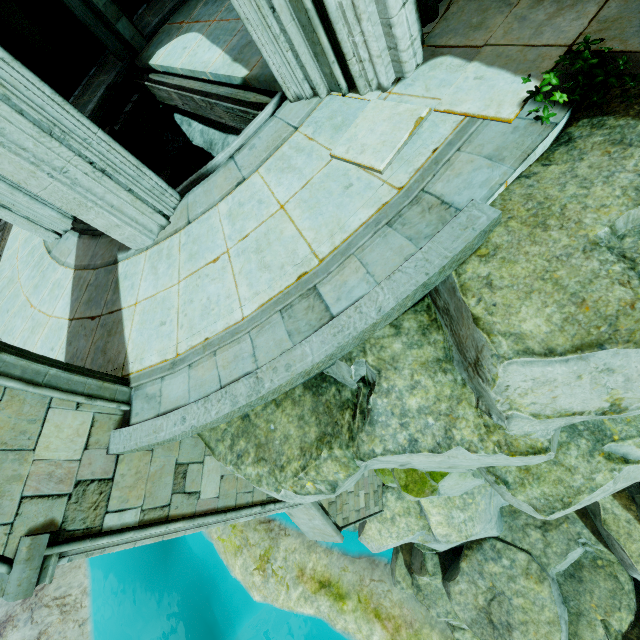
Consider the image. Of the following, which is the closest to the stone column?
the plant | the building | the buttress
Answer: the building

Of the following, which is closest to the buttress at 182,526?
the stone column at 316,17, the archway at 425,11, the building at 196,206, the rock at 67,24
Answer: the building at 196,206

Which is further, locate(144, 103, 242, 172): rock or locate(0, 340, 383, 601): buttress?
locate(144, 103, 242, 172): rock

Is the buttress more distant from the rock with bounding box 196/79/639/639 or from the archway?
the archway

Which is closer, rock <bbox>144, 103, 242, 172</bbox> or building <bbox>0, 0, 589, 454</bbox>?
building <bbox>0, 0, 589, 454</bbox>

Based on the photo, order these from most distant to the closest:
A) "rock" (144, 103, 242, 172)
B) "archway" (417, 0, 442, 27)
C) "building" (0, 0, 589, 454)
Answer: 1. "rock" (144, 103, 242, 172)
2. "archway" (417, 0, 442, 27)
3. "building" (0, 0, 589, 454)

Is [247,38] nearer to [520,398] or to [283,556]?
[520,398]

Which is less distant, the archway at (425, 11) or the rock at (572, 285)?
the rock at (572, 285)
